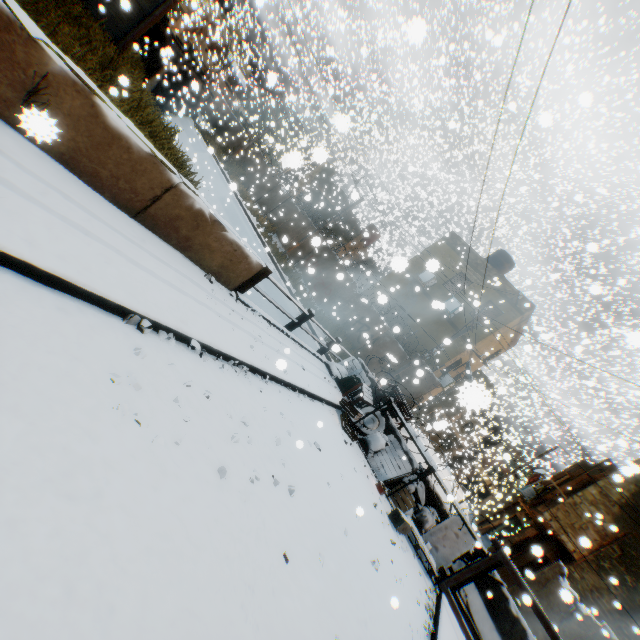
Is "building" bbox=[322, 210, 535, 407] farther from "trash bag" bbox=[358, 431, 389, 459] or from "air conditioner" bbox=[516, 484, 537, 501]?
"trash bag" bbox=[358, 431, 389, 459]

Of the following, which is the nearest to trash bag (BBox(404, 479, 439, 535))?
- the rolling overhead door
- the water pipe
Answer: the rolling overhead door

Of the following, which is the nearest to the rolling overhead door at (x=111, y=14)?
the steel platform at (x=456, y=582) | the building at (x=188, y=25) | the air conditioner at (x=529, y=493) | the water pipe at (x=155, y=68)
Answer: the building at (x=188, y=25)

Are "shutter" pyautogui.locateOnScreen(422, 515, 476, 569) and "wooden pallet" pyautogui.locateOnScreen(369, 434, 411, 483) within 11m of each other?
yes

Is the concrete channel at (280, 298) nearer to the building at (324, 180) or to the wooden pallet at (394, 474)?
the building at (324, 180)

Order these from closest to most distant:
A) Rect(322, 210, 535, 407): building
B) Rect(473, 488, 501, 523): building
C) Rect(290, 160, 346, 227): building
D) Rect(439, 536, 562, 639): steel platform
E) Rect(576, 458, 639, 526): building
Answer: Rect(439, 536, 562, 639): steel platform < Rect(576, 458, 639, 526): building < Rect(322, 210, 535, 407): building < Rect(290, 160, 346, 227): building < Rect(473, 488, 501, 523): building

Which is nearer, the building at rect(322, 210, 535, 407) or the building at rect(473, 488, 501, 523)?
the building at rect(322, 210, 535, 407)

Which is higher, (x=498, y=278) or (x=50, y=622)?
(x=498, y=278)
